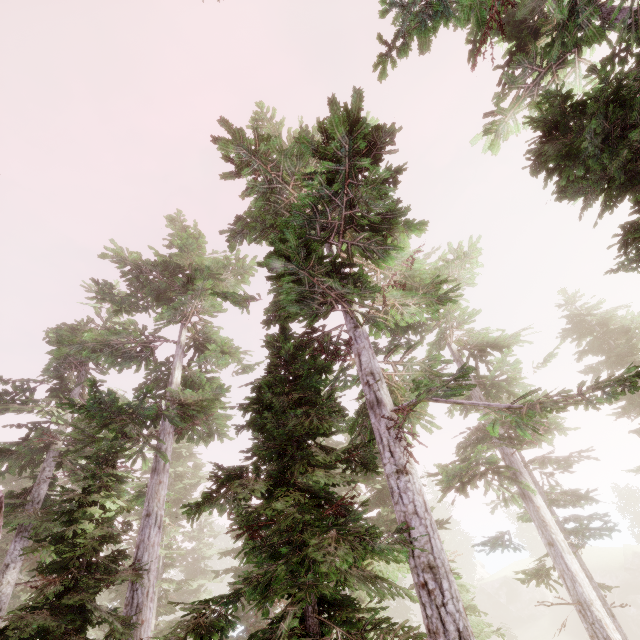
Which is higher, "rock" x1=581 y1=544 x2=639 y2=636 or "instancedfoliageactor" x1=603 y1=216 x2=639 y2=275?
"instancedfoliageactor" x1=603 y1=216 x2=639 y2=275

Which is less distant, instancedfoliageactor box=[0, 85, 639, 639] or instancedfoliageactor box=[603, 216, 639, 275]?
instancedfoliageactor box=[0, 85, 639, 639]

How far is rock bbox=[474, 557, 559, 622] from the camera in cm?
4484

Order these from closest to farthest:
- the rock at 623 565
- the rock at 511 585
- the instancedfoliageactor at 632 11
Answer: the instancedfoliageactor at 632 11 → the rock at 623 565 → the rock at 511 585

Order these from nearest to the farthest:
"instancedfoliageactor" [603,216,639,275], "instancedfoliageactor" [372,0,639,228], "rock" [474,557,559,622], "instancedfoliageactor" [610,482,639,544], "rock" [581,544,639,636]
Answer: "instancedfoliageactor" [372,0,639,228] < "instancedfoliageactor" [603,216,639,275] < "rock" [581,544,639,636] < "instancedfoliageactor" [610,482,639,544] < "rock" [474,557,559,622]

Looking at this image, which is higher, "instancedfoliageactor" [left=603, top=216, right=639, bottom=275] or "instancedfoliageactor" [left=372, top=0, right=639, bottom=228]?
"instancedfoliageactor" [left=372, top=0, right=639, bottom=228]

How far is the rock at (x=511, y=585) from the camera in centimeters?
4484cm

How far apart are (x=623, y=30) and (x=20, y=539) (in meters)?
27.08
